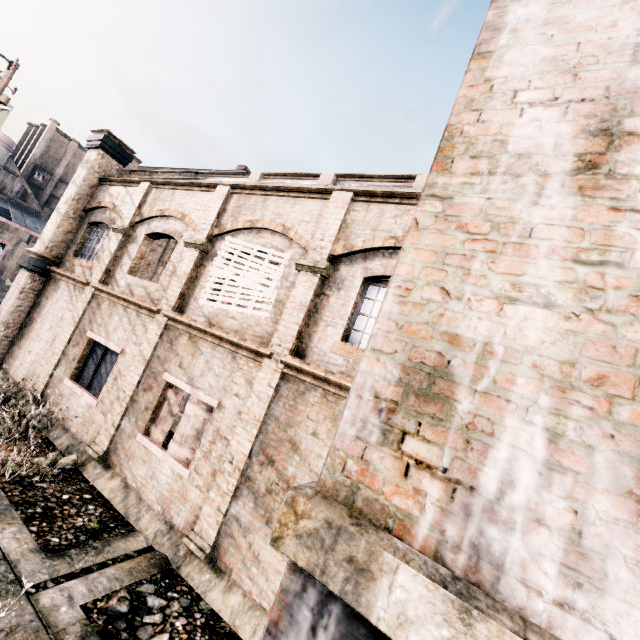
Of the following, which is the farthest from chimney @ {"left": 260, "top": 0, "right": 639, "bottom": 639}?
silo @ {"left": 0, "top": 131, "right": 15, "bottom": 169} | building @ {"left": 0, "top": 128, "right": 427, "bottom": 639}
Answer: silo @ {"left": 0, "top": 131, "right": 15, "bottom": 169}

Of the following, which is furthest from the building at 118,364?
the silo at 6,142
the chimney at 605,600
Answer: the silo at 6,142

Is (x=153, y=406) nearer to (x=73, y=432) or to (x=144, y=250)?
(x=73, y=432)

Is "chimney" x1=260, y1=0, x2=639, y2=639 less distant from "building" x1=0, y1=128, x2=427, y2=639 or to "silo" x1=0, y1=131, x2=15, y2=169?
"building" x1=0, y1=128, x2=427, y2=639
